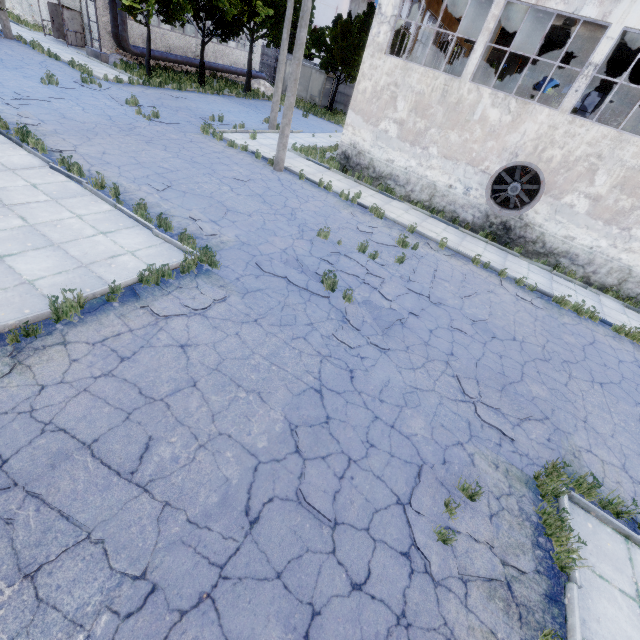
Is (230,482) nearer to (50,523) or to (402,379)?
(50,523)

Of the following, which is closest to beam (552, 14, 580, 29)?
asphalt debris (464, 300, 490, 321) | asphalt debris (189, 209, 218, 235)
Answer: asphalt debris (464, 300, 490, 321)

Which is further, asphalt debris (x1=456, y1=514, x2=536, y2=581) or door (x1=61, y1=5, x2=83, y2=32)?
door (x1=61, y1=5, x2=83, y2=32)

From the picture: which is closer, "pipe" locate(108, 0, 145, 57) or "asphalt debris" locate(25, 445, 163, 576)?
"asphalt debris" locate(25, 445, 163, 576)

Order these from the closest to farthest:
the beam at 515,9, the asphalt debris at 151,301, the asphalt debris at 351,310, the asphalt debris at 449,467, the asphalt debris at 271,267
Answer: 1. the asphalt debris at 449,467
2. the asphalt debris at 151,301
3. the asphalt debris at 351,310
4. the asphalt debris at 271,267
5. the beam at 515,9

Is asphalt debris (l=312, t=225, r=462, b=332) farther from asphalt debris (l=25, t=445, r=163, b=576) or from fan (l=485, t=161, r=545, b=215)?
fan (l=485, t=161, r=545, b=215)

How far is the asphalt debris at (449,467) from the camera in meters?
4.2

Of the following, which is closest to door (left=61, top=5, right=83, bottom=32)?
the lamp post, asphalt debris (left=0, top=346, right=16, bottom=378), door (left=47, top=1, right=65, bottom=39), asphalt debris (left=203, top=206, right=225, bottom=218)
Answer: door (left=47, top=1, right=65, bottom=39)
